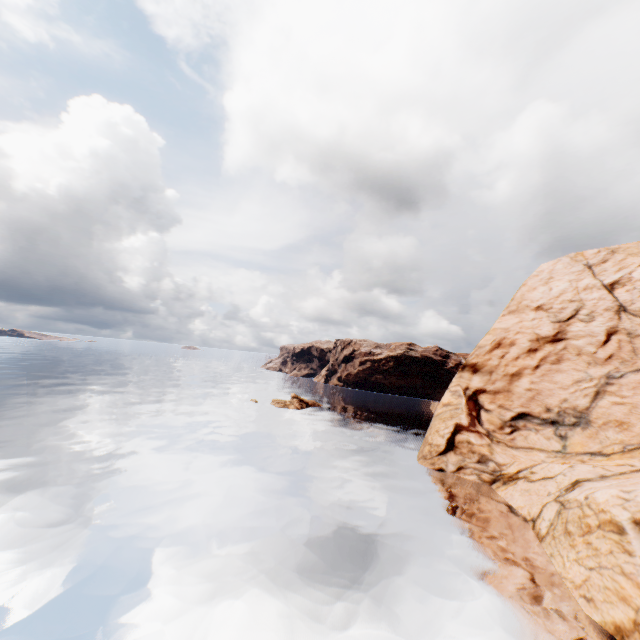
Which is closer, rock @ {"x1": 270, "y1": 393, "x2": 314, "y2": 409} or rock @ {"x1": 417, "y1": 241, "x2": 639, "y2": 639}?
rock @ {"x1": 417, "y1": 241, "x2": 639, "y2": 639}

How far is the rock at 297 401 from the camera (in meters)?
56.14

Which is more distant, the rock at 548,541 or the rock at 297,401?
the rock at 297,401

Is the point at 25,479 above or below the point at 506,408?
below

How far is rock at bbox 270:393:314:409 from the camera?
56.1 meters
